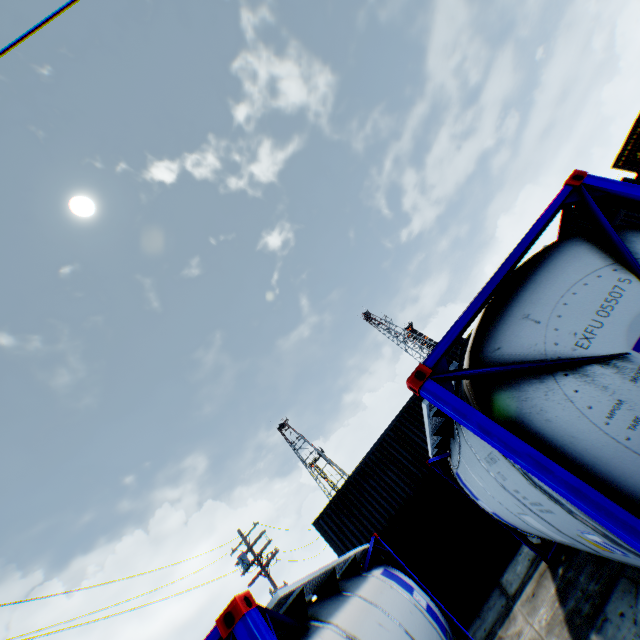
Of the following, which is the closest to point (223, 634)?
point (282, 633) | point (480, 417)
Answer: point (282, 633)

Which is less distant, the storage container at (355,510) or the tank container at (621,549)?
the tank container at (621,549)

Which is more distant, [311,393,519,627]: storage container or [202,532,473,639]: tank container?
[311,393,519,627]: storage container

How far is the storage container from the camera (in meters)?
9.73

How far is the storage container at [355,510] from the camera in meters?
9.7
